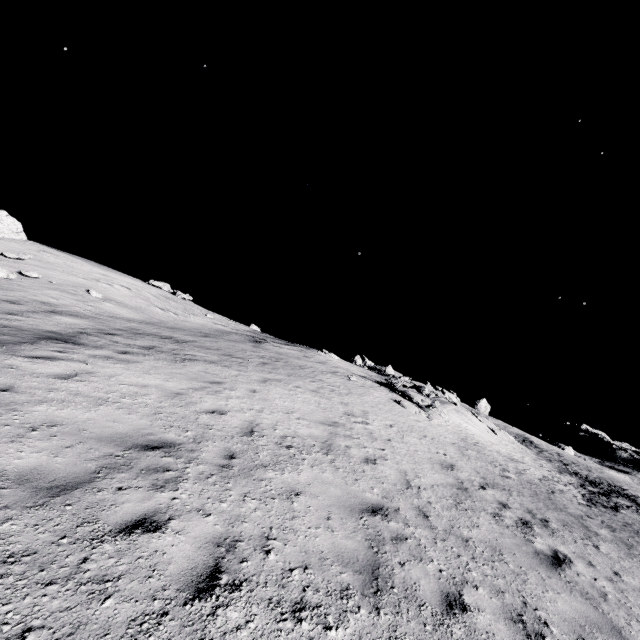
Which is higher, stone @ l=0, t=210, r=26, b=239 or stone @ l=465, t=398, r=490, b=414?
stone @ l=465, t=398, r=490, b=414

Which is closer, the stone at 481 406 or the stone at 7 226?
the stone at 7 226

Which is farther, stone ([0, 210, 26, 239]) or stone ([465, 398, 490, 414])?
stone ([465, 398, 490, 414])

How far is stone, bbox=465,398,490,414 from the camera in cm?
5328

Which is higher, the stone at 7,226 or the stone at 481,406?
the stone at 481,406

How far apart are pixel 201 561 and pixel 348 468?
4.6m
